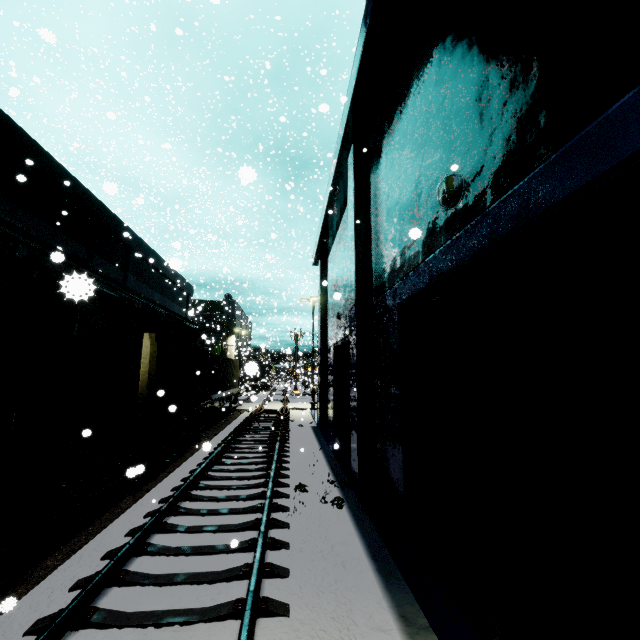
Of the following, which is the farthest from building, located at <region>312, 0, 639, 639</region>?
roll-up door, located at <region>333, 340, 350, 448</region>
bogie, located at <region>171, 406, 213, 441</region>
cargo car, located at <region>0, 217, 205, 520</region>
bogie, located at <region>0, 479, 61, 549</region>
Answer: bogie, located at <region>171, 406, 213, 441</region>

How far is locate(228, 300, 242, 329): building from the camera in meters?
51.8

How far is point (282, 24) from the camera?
30.33m

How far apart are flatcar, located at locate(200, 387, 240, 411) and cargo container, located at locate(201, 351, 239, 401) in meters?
0.0 m

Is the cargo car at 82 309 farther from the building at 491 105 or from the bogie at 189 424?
the building at 491 105

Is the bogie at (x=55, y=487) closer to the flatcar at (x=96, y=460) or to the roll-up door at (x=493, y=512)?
the flatcar at (x=96, y=460)

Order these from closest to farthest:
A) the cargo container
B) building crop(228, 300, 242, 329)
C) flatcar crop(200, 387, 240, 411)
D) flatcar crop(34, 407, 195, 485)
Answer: flatcar crop(34, 407, 195, 485)
flatcar crop(200, 387, 240, 411)
the cargo container
building crop(228, 300, 242, 329)

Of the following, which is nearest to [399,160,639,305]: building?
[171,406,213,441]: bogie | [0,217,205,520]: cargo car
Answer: [0,217,205,520]: cargo car
